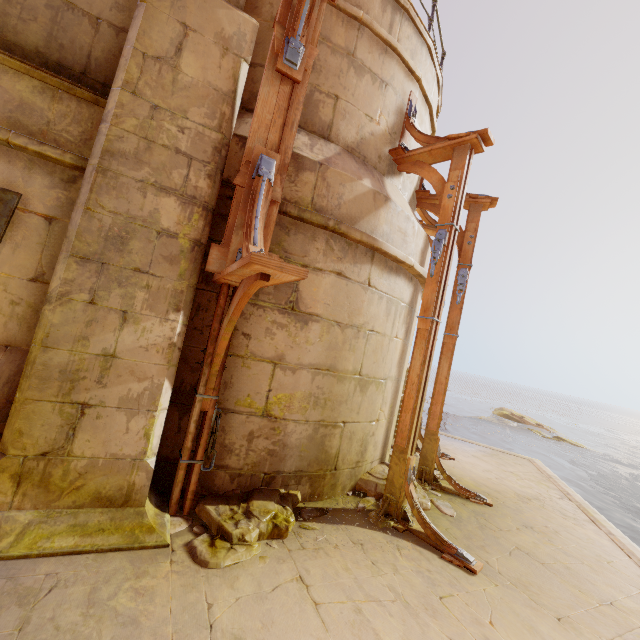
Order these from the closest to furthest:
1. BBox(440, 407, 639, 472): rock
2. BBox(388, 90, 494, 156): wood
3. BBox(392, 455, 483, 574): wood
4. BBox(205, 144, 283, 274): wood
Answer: BBox(205, 144, 283, 274): wood
BBox(392, 455, 483, 574): wood
BBox(388, 90, 494, 156): wood
BBox(440, 407, 639, 472): rock

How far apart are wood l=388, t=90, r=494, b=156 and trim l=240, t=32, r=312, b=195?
1.9m

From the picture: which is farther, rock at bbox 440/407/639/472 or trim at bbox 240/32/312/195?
rock at bbox 440/407/639/472

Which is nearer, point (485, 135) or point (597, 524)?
point (485, 135)

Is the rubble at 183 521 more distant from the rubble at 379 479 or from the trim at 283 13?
the trim at 283 13

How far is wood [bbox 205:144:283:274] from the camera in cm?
273

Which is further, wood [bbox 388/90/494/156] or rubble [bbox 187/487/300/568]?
wood [bbox 388/90/494/156]

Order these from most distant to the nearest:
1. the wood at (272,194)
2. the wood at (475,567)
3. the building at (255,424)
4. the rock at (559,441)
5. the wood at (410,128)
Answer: the rock at (559,441), the wood at (410,128), the wood at (475,567), the wood at (272,194), the building at (255,424)
